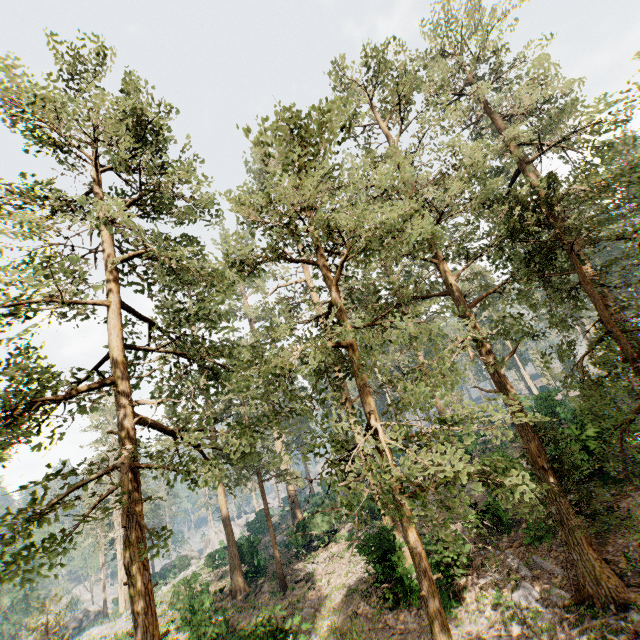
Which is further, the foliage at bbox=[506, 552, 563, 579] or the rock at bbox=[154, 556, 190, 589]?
the rock at bbox=[154, 556, 190, 589]

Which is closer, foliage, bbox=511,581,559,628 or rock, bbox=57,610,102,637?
foliage, bbox=511,581,559,628

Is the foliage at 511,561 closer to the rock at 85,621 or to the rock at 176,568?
the rock at 85,621

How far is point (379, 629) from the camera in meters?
15.3

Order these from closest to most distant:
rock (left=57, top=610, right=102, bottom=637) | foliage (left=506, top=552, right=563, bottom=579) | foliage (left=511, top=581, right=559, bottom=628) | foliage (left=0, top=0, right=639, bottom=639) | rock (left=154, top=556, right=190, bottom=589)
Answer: foliage (left=0, top=0, right=639, bottom=639) → foliage (left=511, top=581, right=559, bottom=628) → foliage (left=506, top=552, right=563, bottom=579) → rock (left=154, top=556, right=190, bottom=589) → rock (left=57, top=610, right=102, bottom=637)

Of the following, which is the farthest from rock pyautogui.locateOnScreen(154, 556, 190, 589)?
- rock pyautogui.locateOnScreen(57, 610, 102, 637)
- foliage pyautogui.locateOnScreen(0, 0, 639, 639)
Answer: rock pyautogui.locateOnScreen(57, 610, 102, 637)
